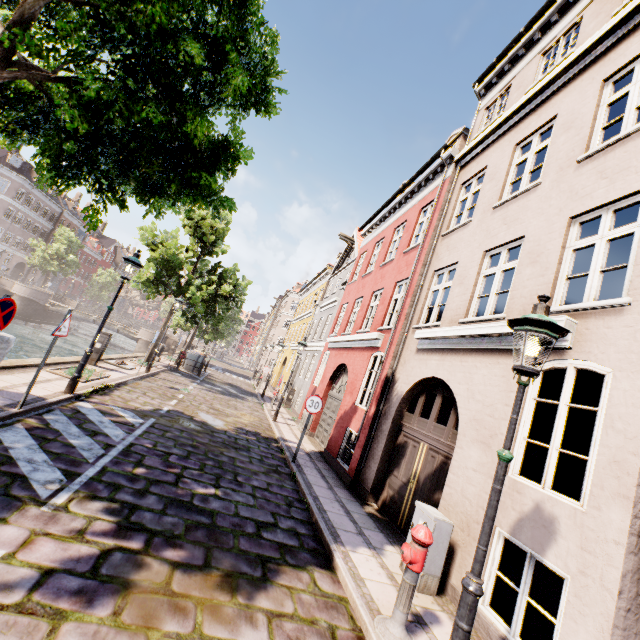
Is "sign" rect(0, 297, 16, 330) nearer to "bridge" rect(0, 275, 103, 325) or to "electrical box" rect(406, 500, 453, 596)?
"electrical box" rect(406, 500, 453, 596)

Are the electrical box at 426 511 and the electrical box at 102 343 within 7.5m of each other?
no

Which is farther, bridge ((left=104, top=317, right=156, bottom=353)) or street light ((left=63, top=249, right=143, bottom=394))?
bridge ((left=104, top=317, right=156, bottom=353))

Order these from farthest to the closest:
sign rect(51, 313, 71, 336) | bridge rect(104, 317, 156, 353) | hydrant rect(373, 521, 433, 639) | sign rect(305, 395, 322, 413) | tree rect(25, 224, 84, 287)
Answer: tree rect(25, 224, 84, 287) → bridge rect(104, 317, 156, 353) → sign rect(305, 395, 322, 413) → sign rect(51, 313, 71, 336) → hydrant rect(373, 521, 433, 639)

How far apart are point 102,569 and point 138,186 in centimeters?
637cm

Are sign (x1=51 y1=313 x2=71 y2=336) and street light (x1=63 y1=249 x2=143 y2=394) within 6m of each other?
yes

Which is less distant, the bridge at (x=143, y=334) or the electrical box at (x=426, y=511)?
the electrical box at (x=426, y=511)

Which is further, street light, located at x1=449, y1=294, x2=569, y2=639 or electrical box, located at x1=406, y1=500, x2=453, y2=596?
electrical box, located at x1=406, y1=500, x2=453, y2=596
